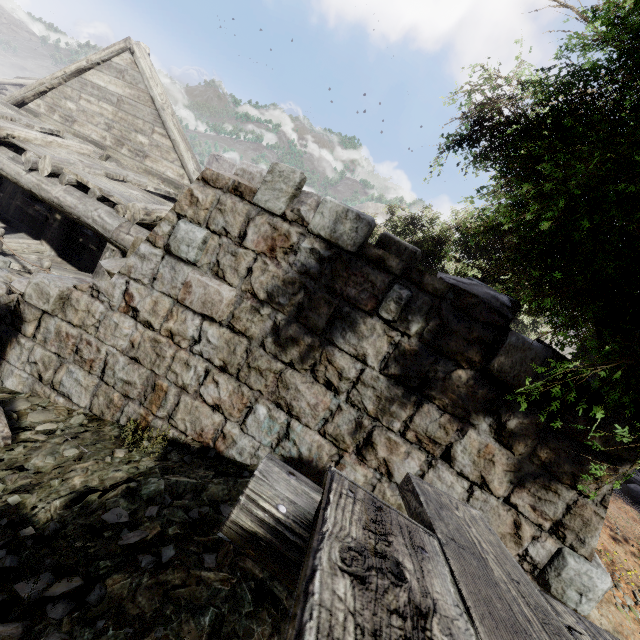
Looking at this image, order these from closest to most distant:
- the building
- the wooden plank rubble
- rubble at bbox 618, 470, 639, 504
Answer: the wooden plank rubble → the building → rubble at bbox 618, 470, 639, 504

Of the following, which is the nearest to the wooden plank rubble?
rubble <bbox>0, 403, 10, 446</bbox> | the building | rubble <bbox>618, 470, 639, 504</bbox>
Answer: the building

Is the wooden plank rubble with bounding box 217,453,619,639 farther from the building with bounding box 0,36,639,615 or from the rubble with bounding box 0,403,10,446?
the rubble with bounding box 0,403,10,446

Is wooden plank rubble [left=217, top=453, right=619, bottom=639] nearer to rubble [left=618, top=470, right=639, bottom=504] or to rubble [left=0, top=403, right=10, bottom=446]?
rubble [left=0, top=403, right=10, bottom=446]

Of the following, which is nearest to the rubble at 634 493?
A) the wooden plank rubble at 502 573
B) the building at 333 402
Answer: the building at 333 402

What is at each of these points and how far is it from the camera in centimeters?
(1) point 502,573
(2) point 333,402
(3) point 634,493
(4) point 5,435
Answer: (1) wooden plank rubble, 125cm
(2) building, 306cm
(3) rubble, 903cm
(4) rubble, 291cm

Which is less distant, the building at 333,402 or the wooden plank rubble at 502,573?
the wooden plank rubble at 502,573
